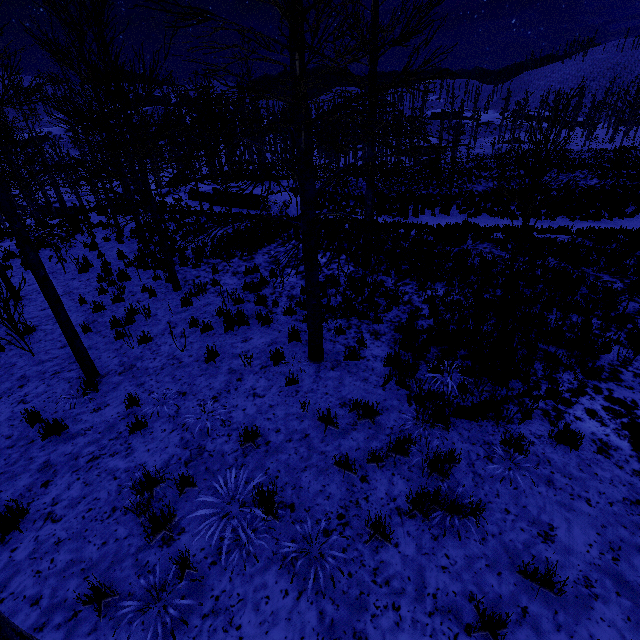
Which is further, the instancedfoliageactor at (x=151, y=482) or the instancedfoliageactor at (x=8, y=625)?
the instancedfoliageactor at (x=151, y=482)

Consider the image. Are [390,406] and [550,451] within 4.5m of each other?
A: yes

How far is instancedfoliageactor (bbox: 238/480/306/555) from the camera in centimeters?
349cm

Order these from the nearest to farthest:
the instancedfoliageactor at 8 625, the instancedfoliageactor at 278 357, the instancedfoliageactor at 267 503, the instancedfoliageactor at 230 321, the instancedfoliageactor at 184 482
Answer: the instancedfoliageactor at 8 625 < the instancedfoliageactor at 267 503 < the instancedfoliageactor at 184 482 < the instancedfoliageactor at 278 357 < the instancedfoliageactor at 230 321

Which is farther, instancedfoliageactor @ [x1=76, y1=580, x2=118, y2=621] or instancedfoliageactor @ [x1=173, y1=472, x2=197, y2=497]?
instancedfoliageactor @ [x1=173, y1=472, x2=197, y2=497]

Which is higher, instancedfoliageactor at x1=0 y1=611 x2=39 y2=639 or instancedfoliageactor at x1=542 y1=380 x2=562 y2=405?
instancedfoliageactor at x1=0 y1=611 x2=39 y2=639

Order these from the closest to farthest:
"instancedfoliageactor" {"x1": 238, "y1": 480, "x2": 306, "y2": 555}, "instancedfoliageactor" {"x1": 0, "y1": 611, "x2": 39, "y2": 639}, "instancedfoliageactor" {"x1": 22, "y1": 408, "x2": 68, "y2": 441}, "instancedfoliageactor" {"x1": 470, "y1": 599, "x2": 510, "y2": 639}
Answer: "instancedfoliageactor" {"x1": 0, "y1": 611, "x2": 39, "y2": 639} < "instancedfoliageactor" {"x1": 470, "y1": 599, "x2": 510, "y2": 639} < "instancedfoliageactor" {"x1": 238, "y1": 480, "x2": 306, "y2": 555} < "instancedfoliageactor" {"x1": 22, "y1": 408, "x2": 68, "y2": 441}
